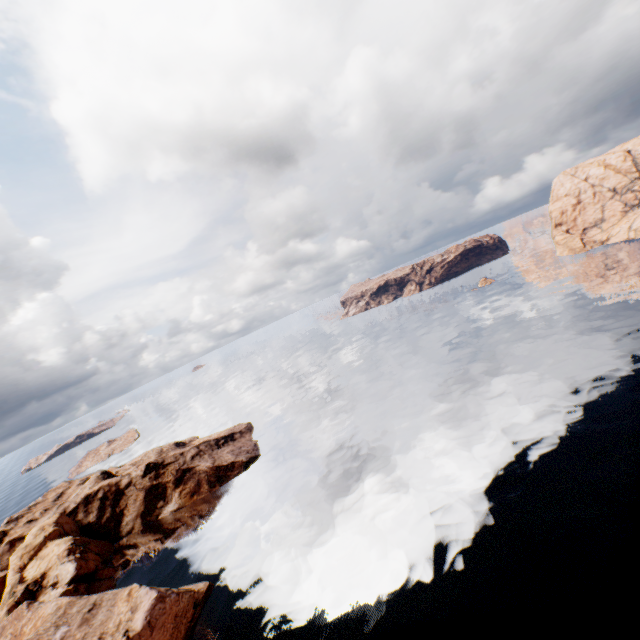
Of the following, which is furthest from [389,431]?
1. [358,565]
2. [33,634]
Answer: [33,634]
